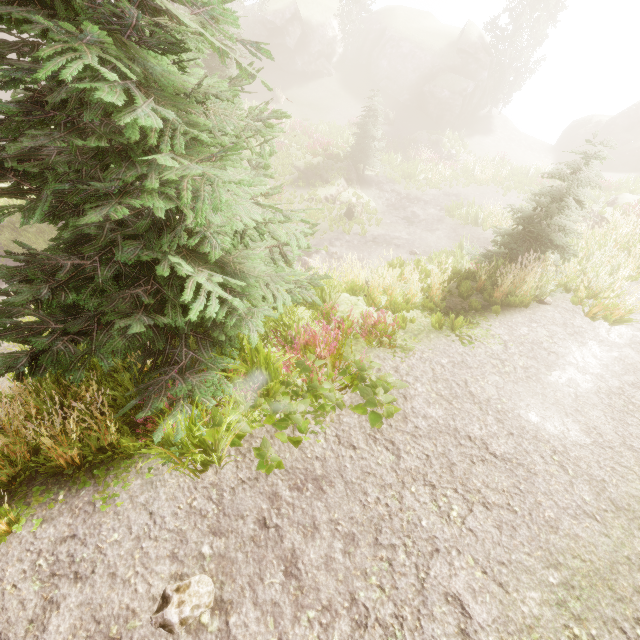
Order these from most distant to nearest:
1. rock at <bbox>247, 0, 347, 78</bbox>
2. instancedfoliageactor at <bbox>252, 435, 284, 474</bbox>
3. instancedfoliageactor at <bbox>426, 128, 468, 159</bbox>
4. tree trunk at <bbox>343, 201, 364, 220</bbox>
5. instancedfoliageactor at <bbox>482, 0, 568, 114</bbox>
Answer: rock at <bbox>247, 0, 347, 78</bbox> → instancedfoliageactor at <bbox>482, 0, 568, 114</bbox> → instancedfoliageactor at <bbox>426, 128, 468, 159</bbox> → tree trunk at <bbox>343, 201, 364, 220</bbox> → instancedfoliageactor at <bbox>252, 435, 284, 474</bbox>

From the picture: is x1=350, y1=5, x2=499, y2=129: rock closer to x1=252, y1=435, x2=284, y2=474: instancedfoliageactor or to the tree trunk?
x1=252, y1=435, x2=284, y2=474: instancedfoliageactor

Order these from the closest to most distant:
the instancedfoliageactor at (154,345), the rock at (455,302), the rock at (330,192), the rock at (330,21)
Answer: the instancedfoliageactor at (154,345), the rock at (455,302), the rock at (330,192), the rock at (330,21)

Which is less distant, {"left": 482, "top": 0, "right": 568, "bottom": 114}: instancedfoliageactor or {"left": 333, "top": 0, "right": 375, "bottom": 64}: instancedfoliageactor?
{"left": 482, "top": 0, "right": 568, "bottom": 114}: instancedfoliageactor

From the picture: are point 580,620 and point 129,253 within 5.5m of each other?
no

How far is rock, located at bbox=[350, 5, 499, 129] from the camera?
30.7m

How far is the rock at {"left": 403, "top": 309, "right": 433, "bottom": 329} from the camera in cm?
691

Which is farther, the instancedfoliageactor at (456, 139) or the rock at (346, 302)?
the instancedfoliageactor at (456, 139)
